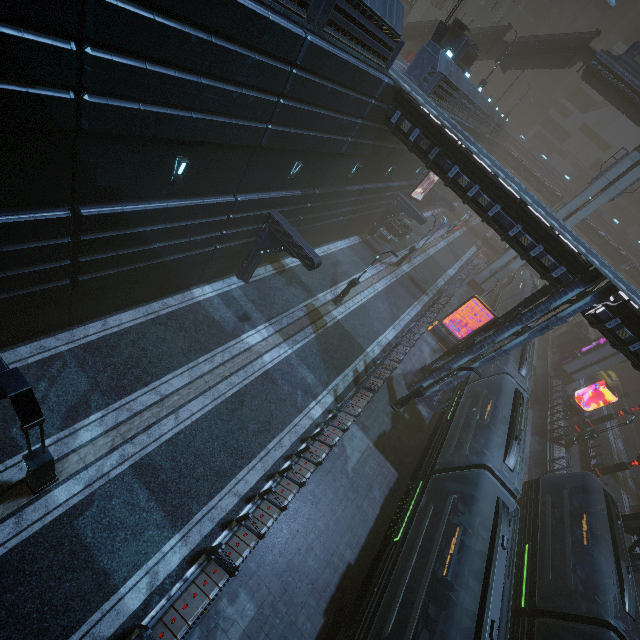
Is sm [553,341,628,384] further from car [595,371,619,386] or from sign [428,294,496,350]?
sign [428,294,496,350]

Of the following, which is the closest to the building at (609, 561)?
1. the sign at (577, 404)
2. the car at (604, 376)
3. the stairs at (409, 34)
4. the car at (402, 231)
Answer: the sign at (577, 404)

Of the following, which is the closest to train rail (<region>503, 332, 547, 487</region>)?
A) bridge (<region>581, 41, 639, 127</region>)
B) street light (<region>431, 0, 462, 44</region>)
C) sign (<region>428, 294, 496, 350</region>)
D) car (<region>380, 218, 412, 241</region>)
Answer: sign (<region>428, 294, 496, 350</region>)

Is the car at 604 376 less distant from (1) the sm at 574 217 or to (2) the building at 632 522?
(2) the building at 632 522

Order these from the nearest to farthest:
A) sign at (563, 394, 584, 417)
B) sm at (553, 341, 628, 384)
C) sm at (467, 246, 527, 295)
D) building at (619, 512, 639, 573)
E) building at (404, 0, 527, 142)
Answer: building at (619, 512, 639, 573) < building at (404, 0, 527, 142) < sign at (563, 394, 584, 417) < sm at (553, 341, 628, 384) < sm at (467, 246, 527, 295)

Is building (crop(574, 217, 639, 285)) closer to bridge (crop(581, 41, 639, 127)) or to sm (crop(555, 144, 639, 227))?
sm (crop(555, 144, 639, 227))

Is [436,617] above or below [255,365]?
above

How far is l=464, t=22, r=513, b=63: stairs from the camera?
30.5 meters
